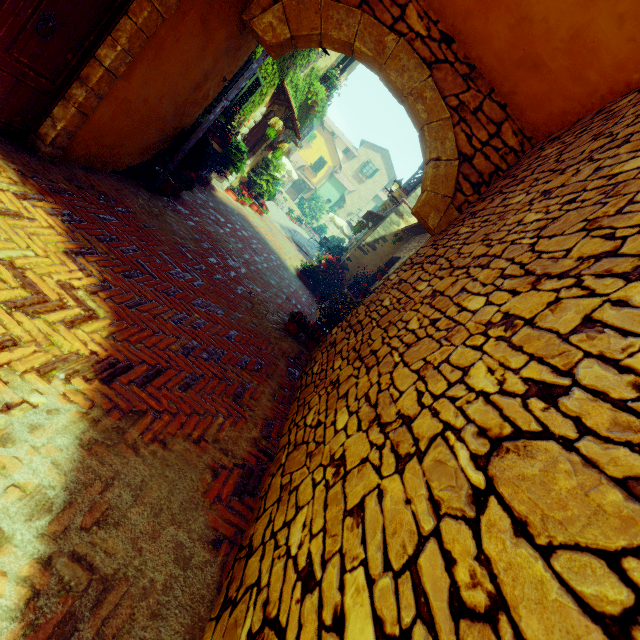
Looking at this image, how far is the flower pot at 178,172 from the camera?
6.0m

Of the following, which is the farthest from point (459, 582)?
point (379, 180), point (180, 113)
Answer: point (379, 180)

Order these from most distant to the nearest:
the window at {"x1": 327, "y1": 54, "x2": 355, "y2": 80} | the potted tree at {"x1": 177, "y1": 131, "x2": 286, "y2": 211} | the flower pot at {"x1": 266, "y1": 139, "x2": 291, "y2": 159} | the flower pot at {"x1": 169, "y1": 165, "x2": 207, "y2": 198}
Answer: the flower pot at {"x1": 266, "y1": 139, "x2": 291, "y2": 159} → the window at {"x1": 327, "y1": 54, "x2": 355, "y2": 80} → the flower pot at {"x1": 169, "y1": 165, "x2": 207, "y2": 198} → the potted tree at {"x1": 177, "y1": 131, "x2": 286, "y2": 211}

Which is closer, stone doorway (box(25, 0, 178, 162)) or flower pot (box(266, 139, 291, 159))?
stone doorway (box(25, 0, 178, 162))

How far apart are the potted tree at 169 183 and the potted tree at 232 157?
2.1m

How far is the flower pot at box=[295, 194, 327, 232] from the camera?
33.3m

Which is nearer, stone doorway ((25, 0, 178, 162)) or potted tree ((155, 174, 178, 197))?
stone doorway ((25, 0, 178, 162))

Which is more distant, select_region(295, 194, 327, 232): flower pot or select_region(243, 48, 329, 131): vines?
select_region(295, 194, 327, 232): flower pot
